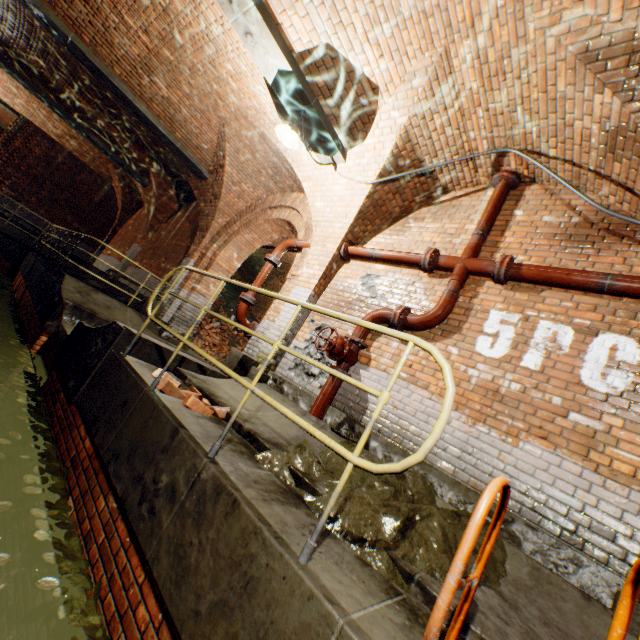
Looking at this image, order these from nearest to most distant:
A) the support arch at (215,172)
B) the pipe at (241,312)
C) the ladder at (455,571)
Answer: the ladder at (455,571)
the pipe at (241,312)
the support arch at (215,172)

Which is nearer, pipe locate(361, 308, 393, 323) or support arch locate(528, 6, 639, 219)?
support arch locate(528, 6, 639, 219)

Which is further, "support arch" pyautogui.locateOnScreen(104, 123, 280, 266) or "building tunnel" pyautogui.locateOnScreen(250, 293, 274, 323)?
"building tunnel" pyautogui.locateOnScreen(250, 293, 274, 323)

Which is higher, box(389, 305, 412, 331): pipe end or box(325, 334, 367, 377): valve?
box(389, 305, 412, 331): pipe end

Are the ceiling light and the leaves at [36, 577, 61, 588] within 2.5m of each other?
no

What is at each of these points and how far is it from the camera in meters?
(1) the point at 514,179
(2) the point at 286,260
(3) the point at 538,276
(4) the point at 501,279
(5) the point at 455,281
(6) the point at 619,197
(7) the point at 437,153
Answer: (1) pipe end, 4.5
(2) building tunnel, 12.4
(3) pipe, 3.7
(4) pipe end, 4.0
(5) pipe, 4.2
(6) support arch, 3.7
(7) support arch, 4.7

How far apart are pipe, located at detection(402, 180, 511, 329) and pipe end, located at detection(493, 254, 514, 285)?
0.0 meters

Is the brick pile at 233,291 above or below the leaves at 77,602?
above
